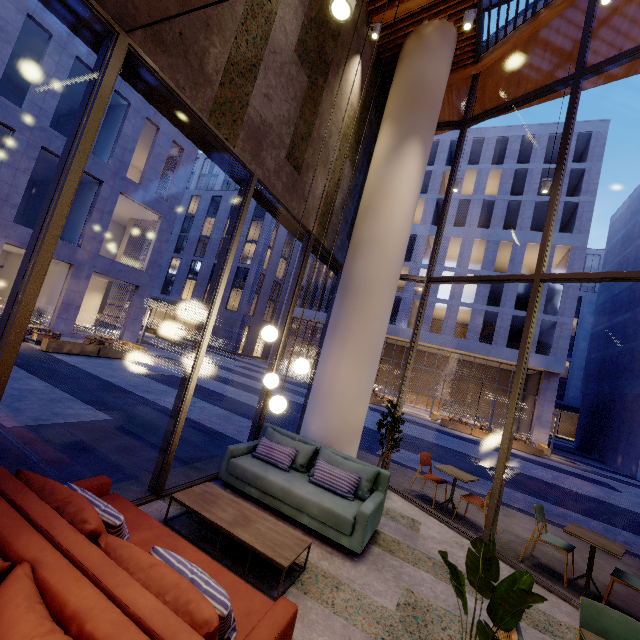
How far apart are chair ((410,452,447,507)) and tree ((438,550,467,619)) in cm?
416

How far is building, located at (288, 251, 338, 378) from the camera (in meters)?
33.84

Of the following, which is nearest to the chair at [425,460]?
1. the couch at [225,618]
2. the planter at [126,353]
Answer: the couch at [225,618]

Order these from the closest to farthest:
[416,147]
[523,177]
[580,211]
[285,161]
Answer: [285,161], [416,147], [580,211], [523,177]

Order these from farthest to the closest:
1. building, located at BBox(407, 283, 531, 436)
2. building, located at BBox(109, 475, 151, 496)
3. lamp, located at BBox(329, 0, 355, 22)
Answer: building, located at BBox(407, 283, 531, 436) < building, located at BBox(109, 475, 151, 496) < lamp, located at BBox(329, 0, 355, 22)

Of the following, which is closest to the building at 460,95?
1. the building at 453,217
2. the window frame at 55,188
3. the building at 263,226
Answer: the window frame at 55,188

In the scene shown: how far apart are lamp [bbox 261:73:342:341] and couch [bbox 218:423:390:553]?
2.1 meters

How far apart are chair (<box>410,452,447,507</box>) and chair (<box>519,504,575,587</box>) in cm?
155
